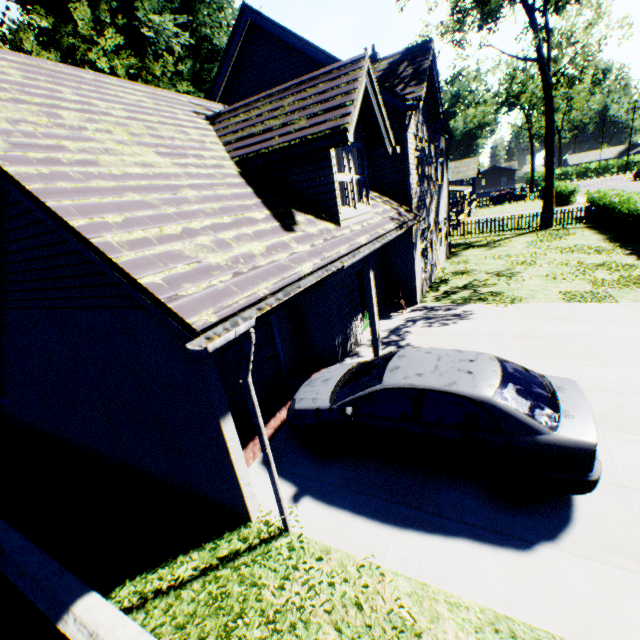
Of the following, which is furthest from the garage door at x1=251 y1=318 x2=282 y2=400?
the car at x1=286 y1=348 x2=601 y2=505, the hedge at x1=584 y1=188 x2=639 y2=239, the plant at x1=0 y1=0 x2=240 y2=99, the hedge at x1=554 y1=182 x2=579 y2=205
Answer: the hedge at x1=554 y1=182 x2=579 y2=205

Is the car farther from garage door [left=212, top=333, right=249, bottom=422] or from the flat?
the flat

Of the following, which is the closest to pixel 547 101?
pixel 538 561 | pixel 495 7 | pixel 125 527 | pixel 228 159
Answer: pixel 495 7

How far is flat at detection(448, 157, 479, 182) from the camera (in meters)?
37.47

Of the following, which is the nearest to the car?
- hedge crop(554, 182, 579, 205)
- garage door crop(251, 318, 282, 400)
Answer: garage door crop(251, 318, 282, 400)

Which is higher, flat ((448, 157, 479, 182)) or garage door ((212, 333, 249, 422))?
flat ((448, 157, 479, 182))

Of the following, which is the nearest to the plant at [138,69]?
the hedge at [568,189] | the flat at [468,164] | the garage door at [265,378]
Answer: the flat at [468,164]

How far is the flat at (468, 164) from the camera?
37.47m
